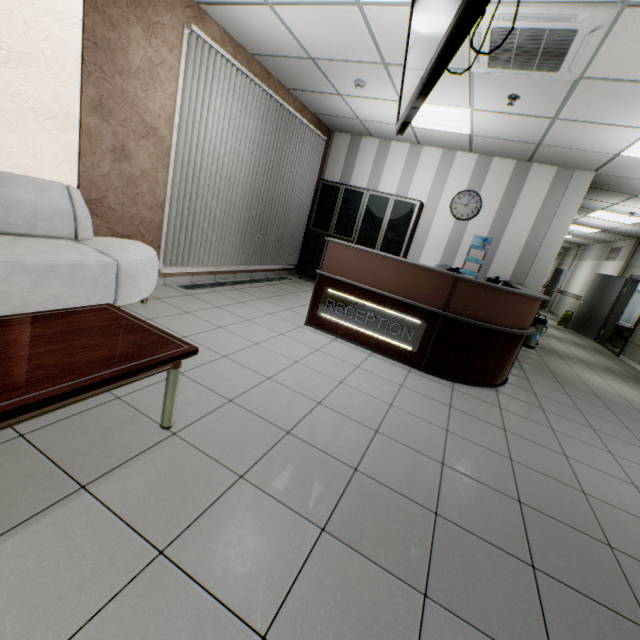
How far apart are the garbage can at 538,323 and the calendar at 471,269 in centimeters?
147cm

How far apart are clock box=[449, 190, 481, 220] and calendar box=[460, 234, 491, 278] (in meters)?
0.31

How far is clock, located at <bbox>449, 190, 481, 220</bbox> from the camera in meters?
6.2 m

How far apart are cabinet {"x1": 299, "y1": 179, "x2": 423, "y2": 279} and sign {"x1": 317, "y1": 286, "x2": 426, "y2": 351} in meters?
2.8

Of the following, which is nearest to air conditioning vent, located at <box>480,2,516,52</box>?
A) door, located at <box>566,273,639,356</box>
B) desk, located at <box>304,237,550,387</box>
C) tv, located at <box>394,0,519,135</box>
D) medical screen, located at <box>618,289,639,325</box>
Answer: tv, located at <box>394,0,519,135</box>

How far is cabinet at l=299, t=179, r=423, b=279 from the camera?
6.3 meters

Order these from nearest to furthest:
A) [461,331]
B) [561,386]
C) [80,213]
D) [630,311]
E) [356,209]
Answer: [80,213] → [461,331] → [561,386] → [356,209] → [630,311]

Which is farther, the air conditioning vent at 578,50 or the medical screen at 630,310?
the medical screen at 630,310
